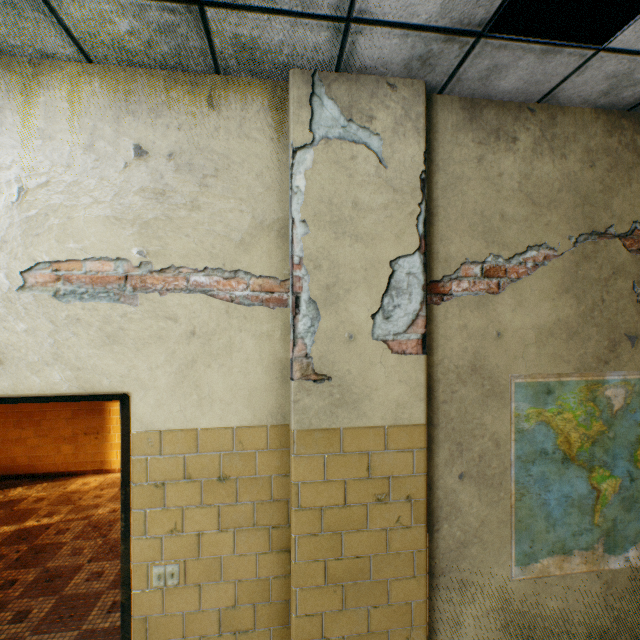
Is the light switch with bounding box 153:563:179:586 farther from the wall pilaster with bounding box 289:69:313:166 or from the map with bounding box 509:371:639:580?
the map with bounding box 509:371:639:580

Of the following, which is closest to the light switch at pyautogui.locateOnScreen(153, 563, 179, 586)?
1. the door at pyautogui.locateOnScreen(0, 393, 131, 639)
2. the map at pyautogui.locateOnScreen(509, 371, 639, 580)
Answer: the door at pyautogui.locateOnScreen(0, 393, 131, 639)

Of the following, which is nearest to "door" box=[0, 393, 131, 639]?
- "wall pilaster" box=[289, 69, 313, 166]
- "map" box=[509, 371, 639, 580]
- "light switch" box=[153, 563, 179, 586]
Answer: "light switch" box=[153, 563, 179, 586]

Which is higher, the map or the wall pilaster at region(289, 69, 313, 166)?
the wall pilaster at region(289, 69, 313, 166)

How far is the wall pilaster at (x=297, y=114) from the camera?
1.78m

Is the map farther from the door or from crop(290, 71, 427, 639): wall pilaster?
the door

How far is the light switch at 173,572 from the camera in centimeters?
177cm

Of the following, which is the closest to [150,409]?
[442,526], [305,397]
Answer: [305,397]
